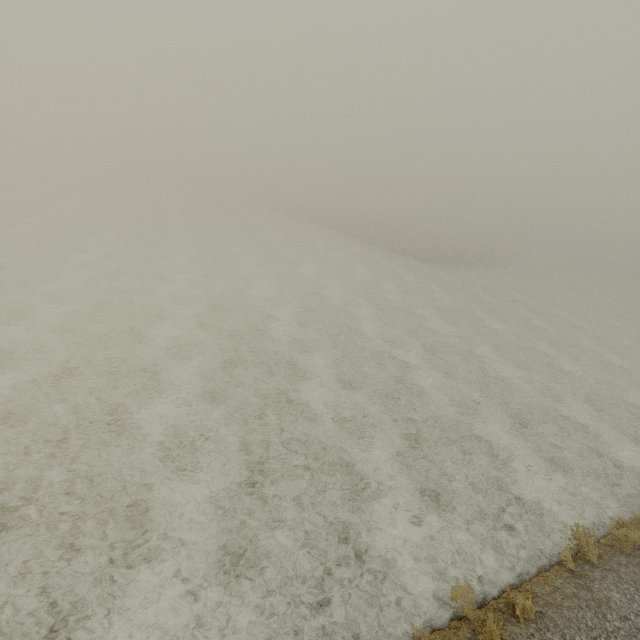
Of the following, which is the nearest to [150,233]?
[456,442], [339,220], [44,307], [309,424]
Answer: [44,307]
